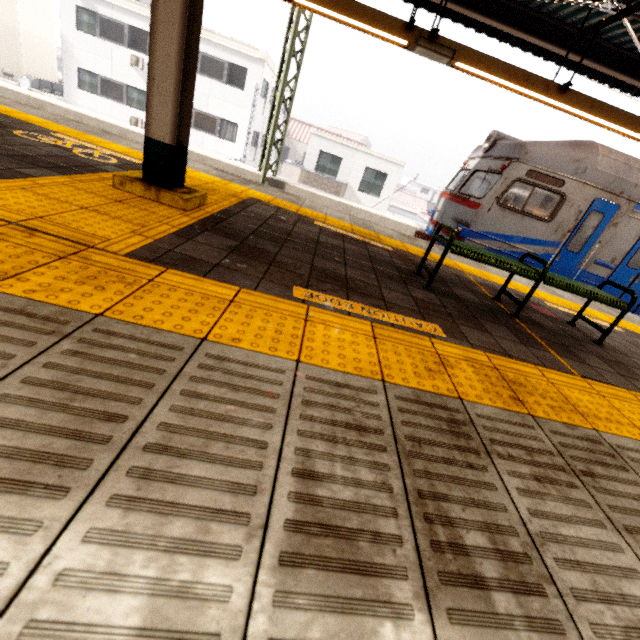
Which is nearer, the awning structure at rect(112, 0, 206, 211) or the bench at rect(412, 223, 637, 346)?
the awning structure at rect(112, 0, 206, 211)

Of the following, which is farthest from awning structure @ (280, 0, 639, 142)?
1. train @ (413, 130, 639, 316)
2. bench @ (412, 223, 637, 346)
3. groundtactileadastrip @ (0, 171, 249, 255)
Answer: bench @ (412, 223, 637, 346)

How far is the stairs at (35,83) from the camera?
20.01m

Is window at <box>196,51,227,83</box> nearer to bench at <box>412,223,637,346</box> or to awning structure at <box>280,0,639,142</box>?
awning structure at <box>280,0,639,142</box>

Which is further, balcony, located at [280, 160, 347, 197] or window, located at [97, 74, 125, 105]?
window, located at [97, 74, 125, 105]

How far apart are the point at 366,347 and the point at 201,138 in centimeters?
2412cm

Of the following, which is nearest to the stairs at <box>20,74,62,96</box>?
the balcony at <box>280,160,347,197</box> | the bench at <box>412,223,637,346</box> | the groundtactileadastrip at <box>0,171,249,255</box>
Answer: the balcony at <box>280,160,347,197</box>

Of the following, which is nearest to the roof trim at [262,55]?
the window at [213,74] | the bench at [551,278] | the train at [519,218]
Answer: the window at [213,74]
